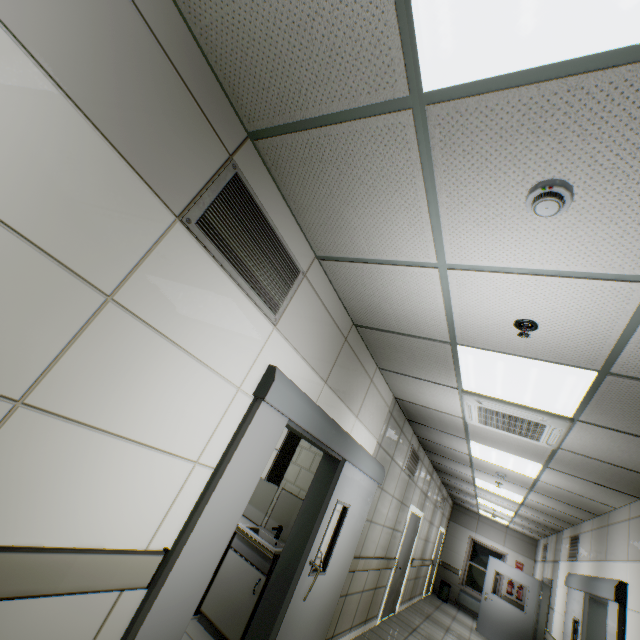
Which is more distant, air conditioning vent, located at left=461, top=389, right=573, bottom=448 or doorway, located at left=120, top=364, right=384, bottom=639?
air conditioning vent, located at left=461, top=389, right=573, bottom=448

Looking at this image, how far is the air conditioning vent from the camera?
3.1m

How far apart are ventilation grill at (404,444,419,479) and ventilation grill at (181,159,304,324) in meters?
5.1 m

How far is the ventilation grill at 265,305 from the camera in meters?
1.7

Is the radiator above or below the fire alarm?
below

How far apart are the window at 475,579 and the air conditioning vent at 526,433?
12.2m

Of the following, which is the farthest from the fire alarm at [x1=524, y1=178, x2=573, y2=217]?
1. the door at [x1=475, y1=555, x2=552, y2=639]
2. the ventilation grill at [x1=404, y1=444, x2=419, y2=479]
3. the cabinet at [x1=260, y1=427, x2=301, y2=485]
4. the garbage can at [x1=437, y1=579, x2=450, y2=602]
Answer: the garbage can at [x1=437, y1=579, x2=450, y2=602]

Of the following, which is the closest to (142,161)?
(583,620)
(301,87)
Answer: (301,87)
